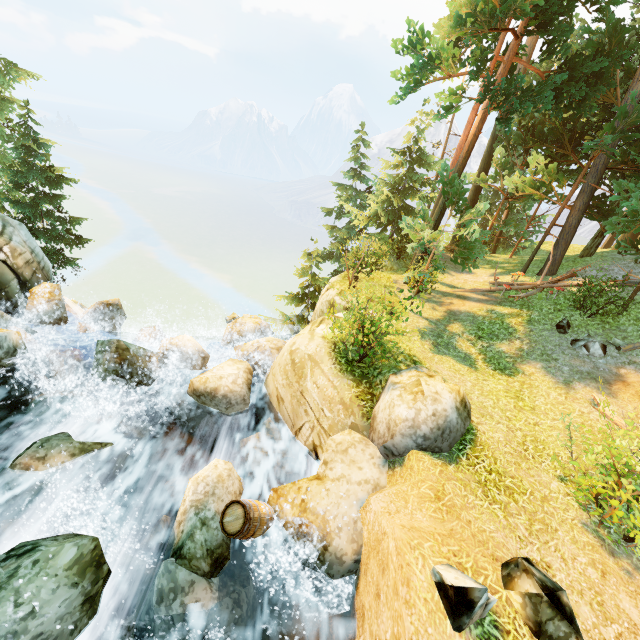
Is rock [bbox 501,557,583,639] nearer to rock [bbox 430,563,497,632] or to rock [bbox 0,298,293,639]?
rock [bbox 430,563,497,632]

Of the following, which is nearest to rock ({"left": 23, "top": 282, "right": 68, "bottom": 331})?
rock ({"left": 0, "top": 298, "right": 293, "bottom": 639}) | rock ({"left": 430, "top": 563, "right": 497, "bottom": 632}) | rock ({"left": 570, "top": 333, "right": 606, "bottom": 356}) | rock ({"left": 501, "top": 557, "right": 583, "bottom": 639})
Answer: rock ({"left": 0, "top": 298, "right": 293, "bottom": 639})

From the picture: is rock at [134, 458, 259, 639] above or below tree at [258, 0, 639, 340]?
below

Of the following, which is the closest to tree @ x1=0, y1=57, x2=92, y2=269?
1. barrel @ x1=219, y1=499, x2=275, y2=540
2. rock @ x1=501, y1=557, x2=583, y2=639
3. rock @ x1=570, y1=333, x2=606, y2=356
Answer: rock @ x1=570, y1=333, x2=606, y2=356

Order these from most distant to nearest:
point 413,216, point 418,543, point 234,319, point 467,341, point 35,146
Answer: point 413,216, point 35,146, point 234,319, point 467,341, point 418,543

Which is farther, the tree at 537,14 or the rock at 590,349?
the tree at 537,14

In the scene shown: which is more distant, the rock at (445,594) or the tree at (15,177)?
the tree at (15,177)

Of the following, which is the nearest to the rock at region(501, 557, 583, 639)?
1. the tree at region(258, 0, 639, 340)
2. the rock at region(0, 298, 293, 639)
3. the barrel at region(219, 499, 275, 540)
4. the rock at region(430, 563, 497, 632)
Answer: Answer: the rock at region(430, 563, 497, 632)
